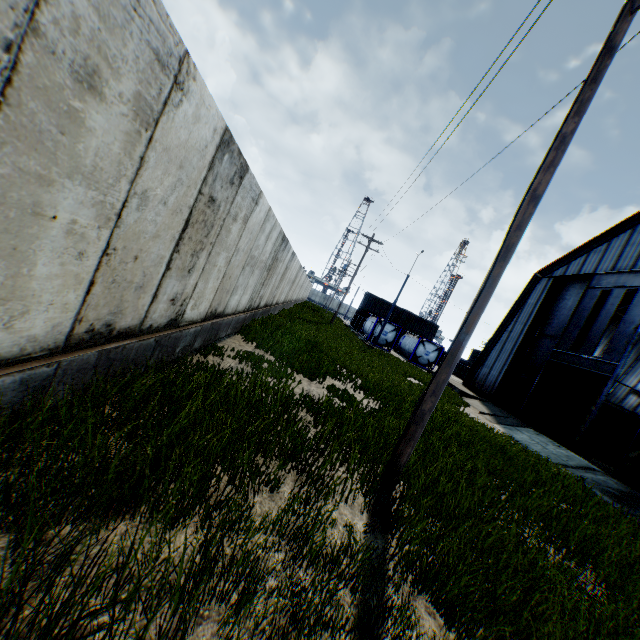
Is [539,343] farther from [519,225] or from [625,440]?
[519,225]

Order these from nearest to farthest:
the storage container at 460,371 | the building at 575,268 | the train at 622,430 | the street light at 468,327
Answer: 1. the street light at 468,327
2. the building at 575,268
3. the train at 622,430
4. the storage container at 460,371

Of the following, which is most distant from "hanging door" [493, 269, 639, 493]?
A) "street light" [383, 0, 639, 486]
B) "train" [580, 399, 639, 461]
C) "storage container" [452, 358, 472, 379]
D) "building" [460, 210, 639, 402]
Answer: "storage container" [452, 358, 472, 379]

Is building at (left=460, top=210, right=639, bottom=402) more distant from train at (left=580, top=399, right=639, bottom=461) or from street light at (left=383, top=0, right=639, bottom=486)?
street light at (left=383, top=0, right=639, bottom=486)

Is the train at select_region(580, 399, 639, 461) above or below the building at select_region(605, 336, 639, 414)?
below

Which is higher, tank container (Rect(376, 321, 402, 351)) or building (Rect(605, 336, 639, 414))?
building (Rect(605, 336, 639, 414))

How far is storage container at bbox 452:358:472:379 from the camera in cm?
4870

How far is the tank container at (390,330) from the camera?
34.72m
